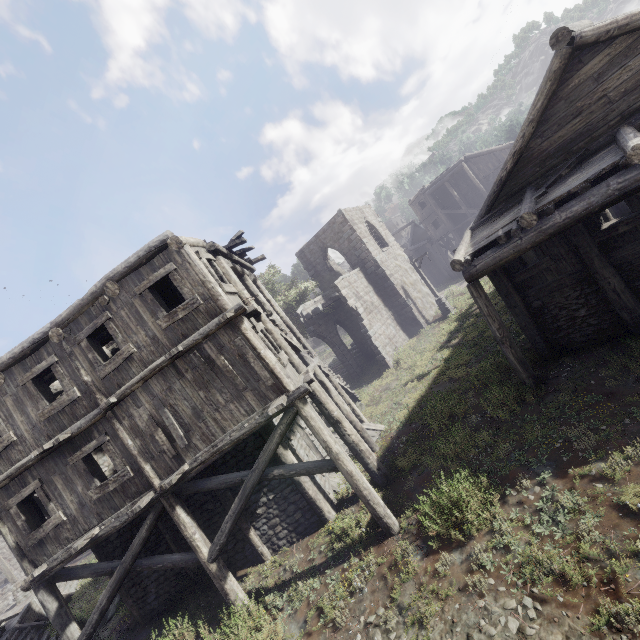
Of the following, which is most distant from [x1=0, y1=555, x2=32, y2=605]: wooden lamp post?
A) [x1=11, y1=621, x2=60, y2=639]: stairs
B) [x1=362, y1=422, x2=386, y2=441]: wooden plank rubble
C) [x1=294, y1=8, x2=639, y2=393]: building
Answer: [x1=362, y1=422, x2=386, y2=441]: wooden plank rubble

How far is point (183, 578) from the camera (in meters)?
11.01

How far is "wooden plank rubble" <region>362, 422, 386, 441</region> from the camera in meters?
14.4

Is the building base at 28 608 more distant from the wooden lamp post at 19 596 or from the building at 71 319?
the building at 71 319

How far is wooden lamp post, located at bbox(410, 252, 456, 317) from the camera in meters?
24.8 m

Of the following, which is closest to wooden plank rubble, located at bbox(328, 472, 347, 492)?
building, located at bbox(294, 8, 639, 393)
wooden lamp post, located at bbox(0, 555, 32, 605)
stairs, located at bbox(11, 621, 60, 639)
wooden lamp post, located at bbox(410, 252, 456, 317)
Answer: building, located at bbox(294, 8, 639, 393)

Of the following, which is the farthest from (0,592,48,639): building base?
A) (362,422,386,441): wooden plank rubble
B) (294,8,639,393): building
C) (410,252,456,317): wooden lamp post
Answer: (410,252,456,317): wooden lamp post

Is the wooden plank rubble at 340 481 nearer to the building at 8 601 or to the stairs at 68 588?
the building at 8 601
